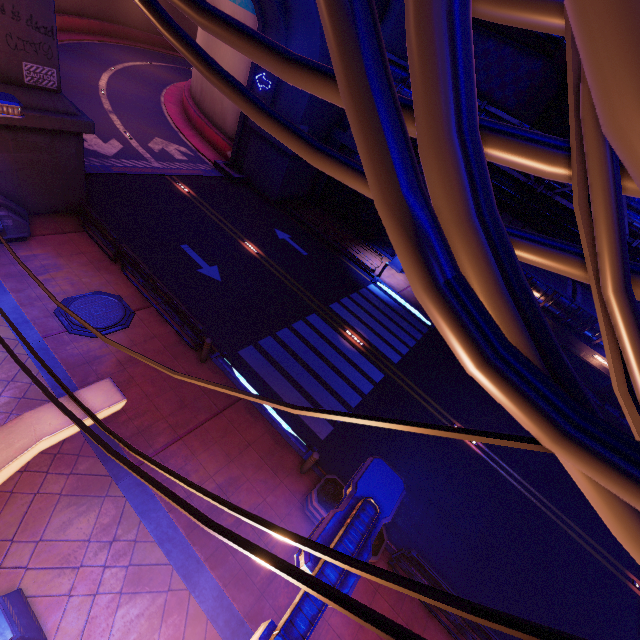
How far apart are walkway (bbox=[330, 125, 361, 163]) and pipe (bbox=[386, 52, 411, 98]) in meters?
2.8

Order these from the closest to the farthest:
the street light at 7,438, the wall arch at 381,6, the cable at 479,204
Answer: the cable at 479,204
the street light at 7,438
the wall arch at 381,6

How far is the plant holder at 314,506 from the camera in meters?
8.4

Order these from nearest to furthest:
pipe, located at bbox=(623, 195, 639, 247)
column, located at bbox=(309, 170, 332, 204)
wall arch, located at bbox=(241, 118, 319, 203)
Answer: pipe, located at bbox=(623, 195, 639, 247)
wall arch, located at bbox=(241, 118, 319, 203)
column, located at bbox=(309, 170, 332, 204)

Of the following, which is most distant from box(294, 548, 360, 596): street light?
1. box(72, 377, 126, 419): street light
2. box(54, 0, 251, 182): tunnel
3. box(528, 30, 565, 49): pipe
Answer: box(54, 0, 251, 182): tunnel

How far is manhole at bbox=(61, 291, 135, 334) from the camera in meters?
10.5

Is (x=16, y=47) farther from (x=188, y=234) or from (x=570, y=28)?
(x=570, y=28)
